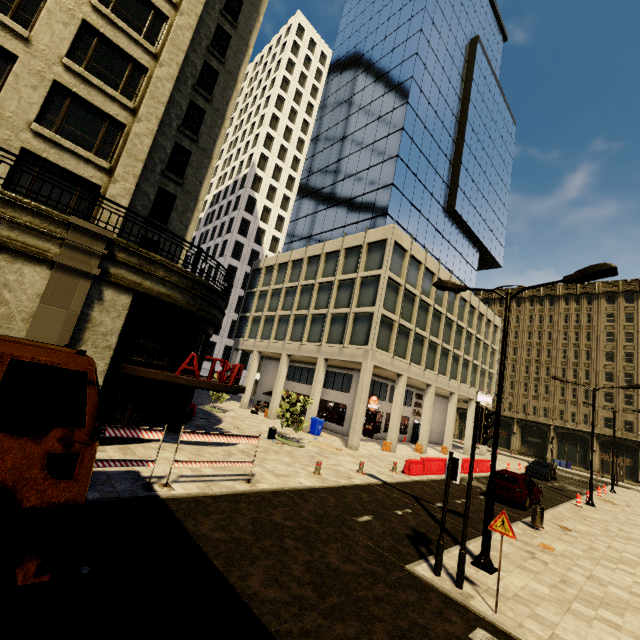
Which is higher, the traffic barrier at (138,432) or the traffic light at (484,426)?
the traffic light at (484,426)

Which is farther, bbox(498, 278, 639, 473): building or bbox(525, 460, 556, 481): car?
bbox(498, 278, 639, 473): building

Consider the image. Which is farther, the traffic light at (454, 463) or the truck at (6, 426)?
the traffic light at (454, 463)

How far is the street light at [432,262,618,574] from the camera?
8.12m

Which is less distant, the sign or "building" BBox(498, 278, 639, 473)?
the sign

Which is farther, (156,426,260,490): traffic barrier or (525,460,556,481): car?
(525,460,556,481): car

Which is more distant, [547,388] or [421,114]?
[547,388]

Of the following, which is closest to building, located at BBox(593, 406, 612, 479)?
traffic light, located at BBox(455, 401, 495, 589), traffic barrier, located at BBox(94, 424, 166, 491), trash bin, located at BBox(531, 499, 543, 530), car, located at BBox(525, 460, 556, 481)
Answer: traffic barrier, located at BBox(94, 424, 166, 491)
